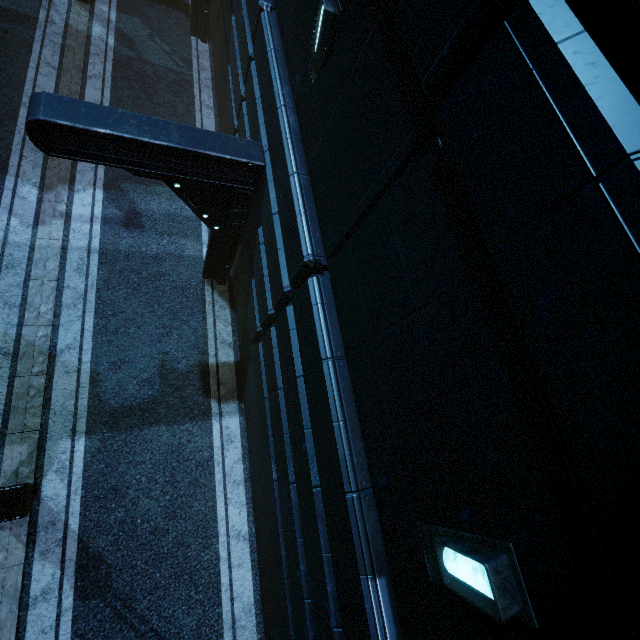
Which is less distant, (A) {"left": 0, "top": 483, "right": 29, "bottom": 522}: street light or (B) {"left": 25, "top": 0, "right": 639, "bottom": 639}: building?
(B) {"left": 25, "top": 0, "right": 639, "bottom": 639}: building

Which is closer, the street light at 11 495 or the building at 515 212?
the building at 515 212

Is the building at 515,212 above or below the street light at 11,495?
above

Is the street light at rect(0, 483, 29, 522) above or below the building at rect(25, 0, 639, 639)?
below

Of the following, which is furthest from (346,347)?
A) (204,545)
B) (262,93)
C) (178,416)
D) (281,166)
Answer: (204,545)
